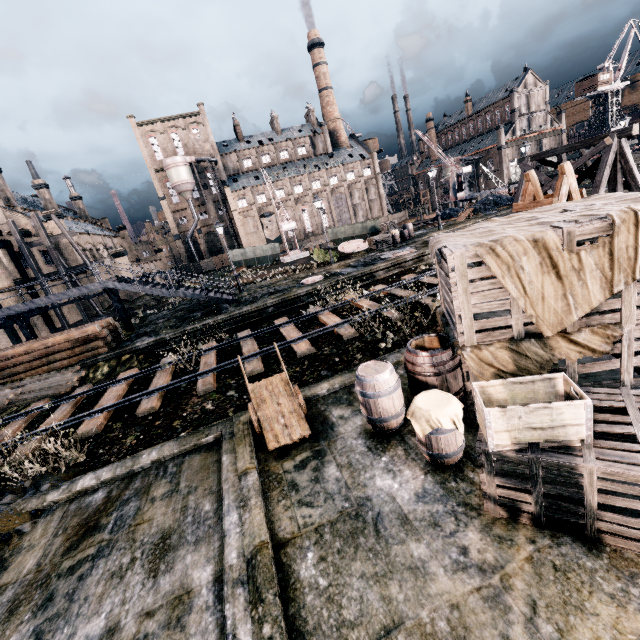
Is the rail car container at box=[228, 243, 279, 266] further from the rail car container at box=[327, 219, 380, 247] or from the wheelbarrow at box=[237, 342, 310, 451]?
the wheelbarrow at box=[237, 342, 310, 451]

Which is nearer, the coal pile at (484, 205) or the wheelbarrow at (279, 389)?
the wheelbarrow at (279, 389)

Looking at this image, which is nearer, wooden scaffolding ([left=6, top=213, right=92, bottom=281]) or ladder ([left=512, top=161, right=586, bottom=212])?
ladder ([left=512, top=161, right=586, bottom=212])

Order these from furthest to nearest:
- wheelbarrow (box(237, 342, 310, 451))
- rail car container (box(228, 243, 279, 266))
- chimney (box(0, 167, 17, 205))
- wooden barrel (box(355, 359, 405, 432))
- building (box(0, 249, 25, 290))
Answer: rail car container (box(228, 243, 279, 266))
chimney (box(0, 167, 17, 205))
building (box(0, 249, 25, 290))
wheelbarrow (box(237, 342, 310, 451))
wooden barrel (box(355, 359, 405, 432))

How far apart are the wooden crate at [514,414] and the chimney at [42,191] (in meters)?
61.80

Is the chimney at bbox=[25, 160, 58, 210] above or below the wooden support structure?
above

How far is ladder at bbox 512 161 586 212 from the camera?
8.3m

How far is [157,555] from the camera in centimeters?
549cm
